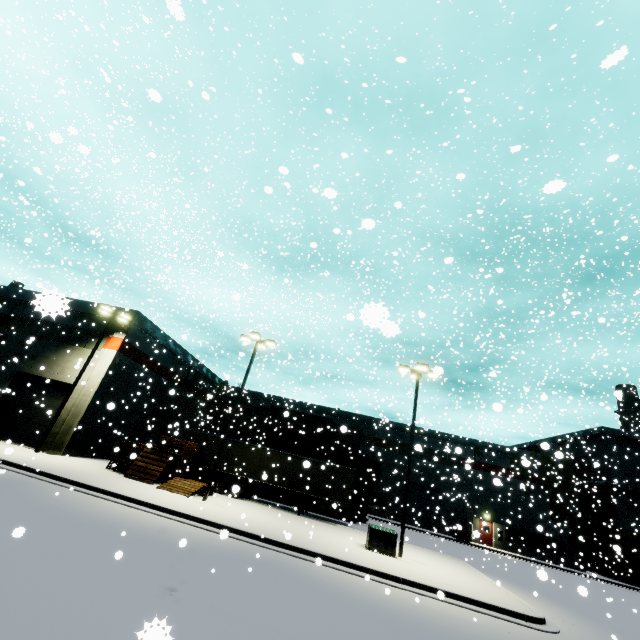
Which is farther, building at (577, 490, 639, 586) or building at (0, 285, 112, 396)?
building at (577, 490, 639, 586)

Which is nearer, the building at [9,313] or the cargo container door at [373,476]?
the building at [9,313]

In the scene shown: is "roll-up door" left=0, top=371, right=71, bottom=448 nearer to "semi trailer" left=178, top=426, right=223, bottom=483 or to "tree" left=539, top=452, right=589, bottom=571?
"semi trailer" left=178, top=426, right=223, bottom=483

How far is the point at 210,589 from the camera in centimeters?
753cm

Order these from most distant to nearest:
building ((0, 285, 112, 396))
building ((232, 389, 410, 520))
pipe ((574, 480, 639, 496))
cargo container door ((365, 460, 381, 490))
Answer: building ((232, 389, 410, 520)) → pipe ((574, 480, 639, 496)) → cargo container door ((365, 460, 381, 490)) → building ((0, 285, 112, 396))

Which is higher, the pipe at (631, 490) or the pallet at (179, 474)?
the pipe at (631, 490)

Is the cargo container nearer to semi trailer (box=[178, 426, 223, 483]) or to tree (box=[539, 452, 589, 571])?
semi trailer (box=[178, 426, 223, 483])

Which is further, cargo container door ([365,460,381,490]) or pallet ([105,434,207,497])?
cargo container door ([365,460,381,490])
